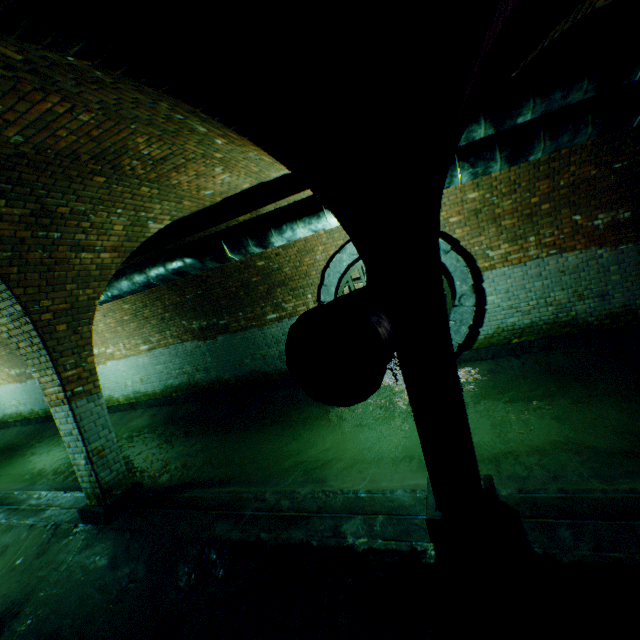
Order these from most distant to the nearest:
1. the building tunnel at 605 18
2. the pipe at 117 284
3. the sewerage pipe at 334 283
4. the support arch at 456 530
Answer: the sewerage pipe at 334 283 < the pipe at 117 284 < the building tunnel at 605 18 < the support arch at 456 530

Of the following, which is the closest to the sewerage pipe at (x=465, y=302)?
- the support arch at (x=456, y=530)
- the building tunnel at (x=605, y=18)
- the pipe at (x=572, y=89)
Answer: the building tunnel at (x=605, y=18)

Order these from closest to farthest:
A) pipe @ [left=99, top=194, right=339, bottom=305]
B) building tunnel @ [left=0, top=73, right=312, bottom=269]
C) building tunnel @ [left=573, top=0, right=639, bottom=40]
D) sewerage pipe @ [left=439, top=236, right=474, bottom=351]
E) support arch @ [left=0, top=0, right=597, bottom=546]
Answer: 1. support arch @ [left=0, top=0, right=597, bottom=546]
2. building tunnel @ [left=0, top=73, right=312, bottom=269]
3. building tunnel @ [left=573, top=0, right=639, bottom=40]
4. pipe @ [left=99, top=194, right=339, bottom=305]
5. sewerage pipe @ [left=439, top=236, right=474, bottom=351]

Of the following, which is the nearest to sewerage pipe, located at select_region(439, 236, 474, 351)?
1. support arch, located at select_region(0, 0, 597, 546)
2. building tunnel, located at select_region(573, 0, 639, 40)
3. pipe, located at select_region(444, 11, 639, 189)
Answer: building tunnel, located at select_region(573, 0, 639, 40)

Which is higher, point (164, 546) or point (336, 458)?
point (164, 546)

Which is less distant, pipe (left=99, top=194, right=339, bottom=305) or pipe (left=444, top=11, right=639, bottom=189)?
pipe (left=444, top=11, right=639, bottom=189)

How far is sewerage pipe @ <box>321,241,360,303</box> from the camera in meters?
7.3

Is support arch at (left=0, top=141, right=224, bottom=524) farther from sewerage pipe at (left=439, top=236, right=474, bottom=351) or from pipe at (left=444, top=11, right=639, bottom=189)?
sewerage pipe at (left=439, top=236, right=474, bottom=351)
